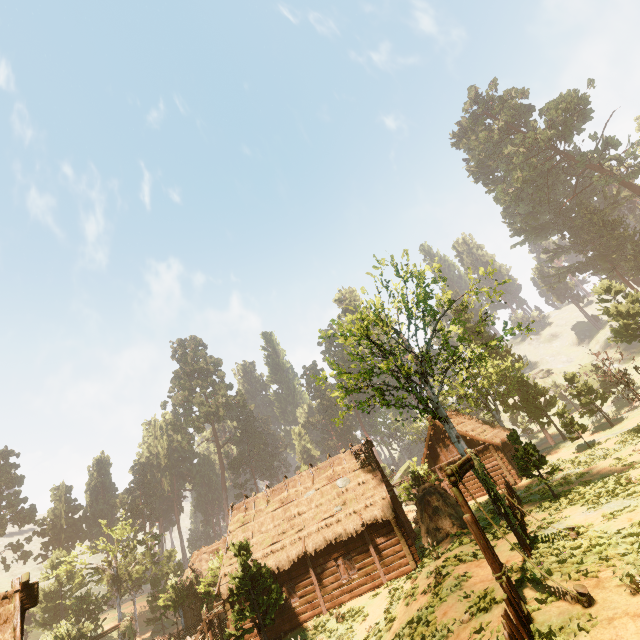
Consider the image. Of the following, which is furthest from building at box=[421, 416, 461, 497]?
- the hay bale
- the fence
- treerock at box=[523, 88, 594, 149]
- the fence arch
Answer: the fence

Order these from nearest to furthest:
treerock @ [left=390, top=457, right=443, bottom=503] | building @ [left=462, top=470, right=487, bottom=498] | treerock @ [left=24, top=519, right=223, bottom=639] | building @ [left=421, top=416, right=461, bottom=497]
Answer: treerock @ [left=390, top=457, right=443, bottom=503], building @ [left=462, top=470, right=487, bottom=498], treerock @ [left=24, top=519, right=223, bottom=639], building @ [left=421, top=416, right=461, bottom=497]

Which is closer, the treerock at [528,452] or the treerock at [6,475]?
the treerock at [528,452]

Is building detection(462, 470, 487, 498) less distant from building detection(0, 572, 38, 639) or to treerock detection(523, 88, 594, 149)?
treerock detection(523, 88, 594, 149)

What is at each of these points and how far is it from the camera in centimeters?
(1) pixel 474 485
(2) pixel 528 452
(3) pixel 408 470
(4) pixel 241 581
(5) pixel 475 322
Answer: (1) building, 2988cm
(2) treerock, 1764cm
(3) treerock, 5997cm
(4) treerock, 1775cm
(5) treerock, 5488cm

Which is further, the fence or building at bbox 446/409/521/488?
building at bbox 446/409/521/488

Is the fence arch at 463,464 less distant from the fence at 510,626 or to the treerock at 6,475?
the fence at 510,626

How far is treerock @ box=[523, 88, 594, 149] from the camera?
53.84m
